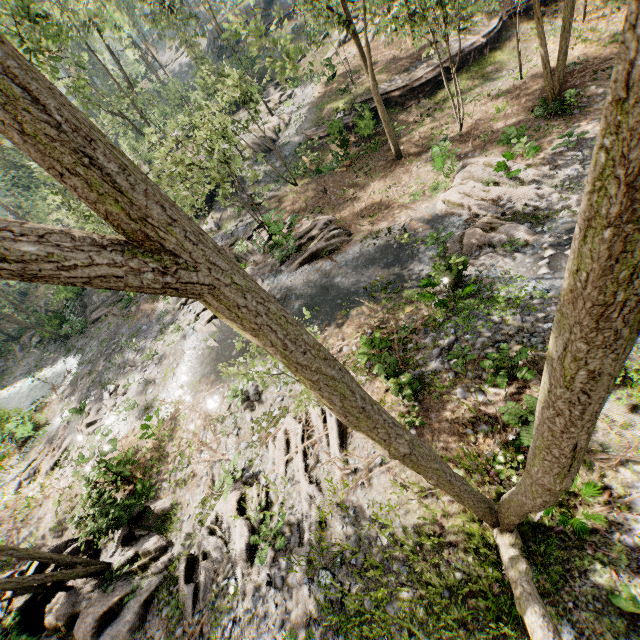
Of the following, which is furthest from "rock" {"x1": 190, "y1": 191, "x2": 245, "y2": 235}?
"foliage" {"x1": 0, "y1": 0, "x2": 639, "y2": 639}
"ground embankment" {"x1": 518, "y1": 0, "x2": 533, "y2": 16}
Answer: "ground embankment" {"x1": 518, "y1": 0, "x2": 533, "y2": 16}

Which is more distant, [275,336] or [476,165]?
[476,165]

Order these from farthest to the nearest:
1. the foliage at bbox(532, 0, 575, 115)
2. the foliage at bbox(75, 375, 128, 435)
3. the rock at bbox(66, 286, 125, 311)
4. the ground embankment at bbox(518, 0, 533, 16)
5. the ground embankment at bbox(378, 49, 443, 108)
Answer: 1. the rock at bbox(66, 286, 125, 311)
2. the ground embankment at bbox(378, 49, 443, 108)
3. the ground embankment at bbox(518, 0, 533, 16)
4. the foliage at bbox(75, 375, 128, 435)
5. the foliage at bbox(532, 0, 575, 115)

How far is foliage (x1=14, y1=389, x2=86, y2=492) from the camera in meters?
18.5 m

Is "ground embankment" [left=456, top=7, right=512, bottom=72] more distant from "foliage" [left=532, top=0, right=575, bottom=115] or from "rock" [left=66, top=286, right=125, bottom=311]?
"rock" [left=66, top=286, right=125, bottom=311]

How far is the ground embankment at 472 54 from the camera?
22.8 meters

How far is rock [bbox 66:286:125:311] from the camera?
30.4 meters

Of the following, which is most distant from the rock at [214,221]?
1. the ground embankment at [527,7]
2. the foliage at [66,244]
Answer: the ground embankment at [527,7]
